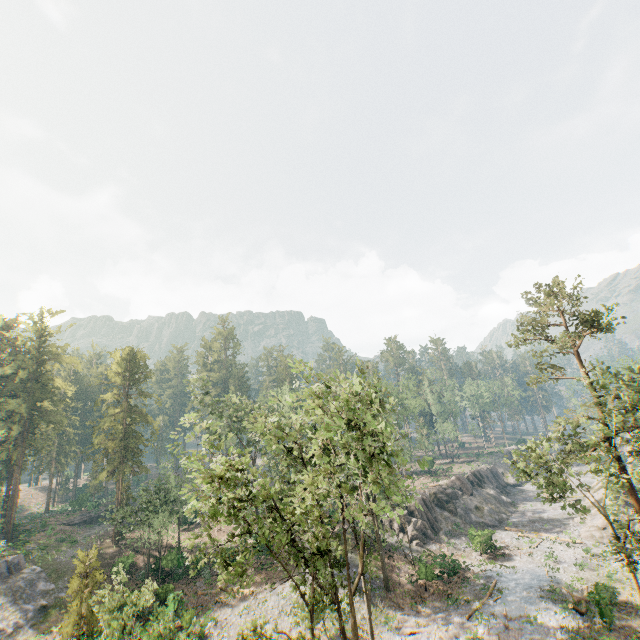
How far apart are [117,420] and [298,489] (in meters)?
38.53

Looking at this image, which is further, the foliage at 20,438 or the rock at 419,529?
the foliage at 20,438

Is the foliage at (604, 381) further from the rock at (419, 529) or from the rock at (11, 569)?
the rock at (419, 529)

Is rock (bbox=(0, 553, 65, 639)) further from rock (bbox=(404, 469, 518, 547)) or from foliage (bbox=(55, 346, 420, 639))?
rock (bbox=(404, 469, 518, 547))

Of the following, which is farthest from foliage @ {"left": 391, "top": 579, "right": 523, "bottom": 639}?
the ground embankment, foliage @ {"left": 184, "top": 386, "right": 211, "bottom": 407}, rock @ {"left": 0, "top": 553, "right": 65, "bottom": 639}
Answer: foliage @ {"left": 184, "top": 386, "right": 211, "bottom": 407}

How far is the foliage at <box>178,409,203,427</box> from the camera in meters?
20.2

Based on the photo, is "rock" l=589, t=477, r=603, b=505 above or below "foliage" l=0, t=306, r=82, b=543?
below

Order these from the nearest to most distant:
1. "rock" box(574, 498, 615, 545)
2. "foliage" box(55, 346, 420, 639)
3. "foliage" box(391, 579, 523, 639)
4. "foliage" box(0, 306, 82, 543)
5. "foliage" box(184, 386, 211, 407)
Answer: "foliage" box(55, 346, 420, 639)
"foliage" box(391, 579, 523, 639)
"rock" box(574, 498, 615, 545)
"foliage" box(184, 386, 211, 407)
"foliage" box(0, 306, 82, 543)
